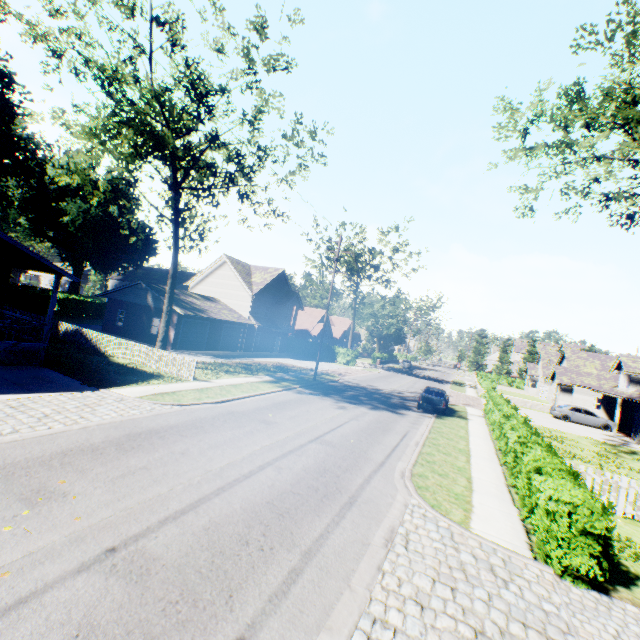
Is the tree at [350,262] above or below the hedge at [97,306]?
above

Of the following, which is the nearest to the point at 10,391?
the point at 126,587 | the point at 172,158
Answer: the point at 126,587

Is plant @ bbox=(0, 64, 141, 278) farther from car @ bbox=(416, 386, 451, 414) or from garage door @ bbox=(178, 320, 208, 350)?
car @ bbox=(416, 386, 451, 414)

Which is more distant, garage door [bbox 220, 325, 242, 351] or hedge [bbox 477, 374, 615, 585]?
garage door [bbox 220, 325, 242, 351]

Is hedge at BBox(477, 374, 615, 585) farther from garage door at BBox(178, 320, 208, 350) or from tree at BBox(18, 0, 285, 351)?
garage door at BBox(178, 320, 208, 350)

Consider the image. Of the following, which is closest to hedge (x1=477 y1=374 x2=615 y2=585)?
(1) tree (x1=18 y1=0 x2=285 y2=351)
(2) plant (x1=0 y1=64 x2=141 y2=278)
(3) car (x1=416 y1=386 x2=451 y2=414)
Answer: (3) car (x1=416 y1=386 x2=451 y2=414)

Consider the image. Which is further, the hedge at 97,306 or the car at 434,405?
the hedge at 97,306

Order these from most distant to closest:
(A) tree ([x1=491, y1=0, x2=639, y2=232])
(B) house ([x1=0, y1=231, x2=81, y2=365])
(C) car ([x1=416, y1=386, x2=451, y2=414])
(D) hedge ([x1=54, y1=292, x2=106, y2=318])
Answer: (D) hedge ([x1=54, y1=292, x2=106, y2=318]), (C) car ([x1=416, y1=386, x2=451, y2=414]), (B) house ([x1=0, y1=231, x2=81, y2=365]), (A) tree ([x1=491, y1=0, x2=639, y2=232])
